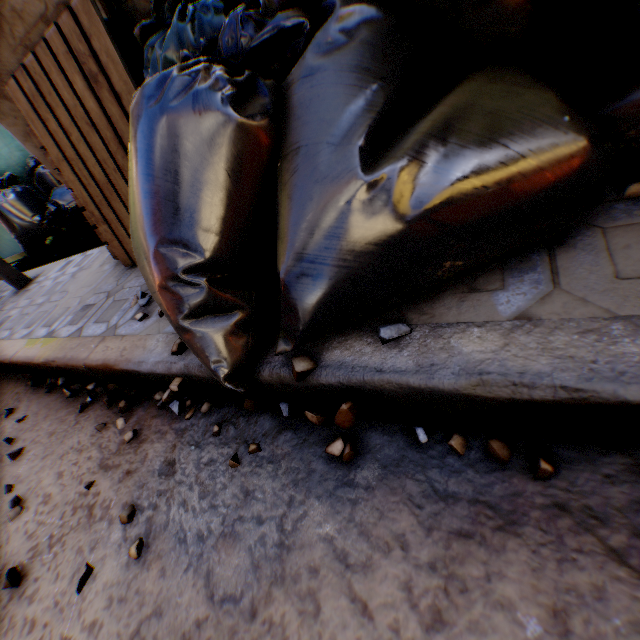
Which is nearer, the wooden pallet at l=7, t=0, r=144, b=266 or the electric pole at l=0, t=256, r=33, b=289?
the wooden pallet at l=7, t=0, r=144, b=266

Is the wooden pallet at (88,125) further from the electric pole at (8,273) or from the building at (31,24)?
the electric pole at (8,273)

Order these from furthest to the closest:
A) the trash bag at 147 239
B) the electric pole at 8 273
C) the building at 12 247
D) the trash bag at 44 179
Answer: the building at 12 247 → the trash bag at 44 179 → the electric pole at 8 273 → the trash bag at 147 239

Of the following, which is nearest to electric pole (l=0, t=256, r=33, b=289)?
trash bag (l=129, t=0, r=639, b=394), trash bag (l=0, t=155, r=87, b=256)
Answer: trash bag (l=0, t=155, r=87, b=256)

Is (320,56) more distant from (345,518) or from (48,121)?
(48,121)

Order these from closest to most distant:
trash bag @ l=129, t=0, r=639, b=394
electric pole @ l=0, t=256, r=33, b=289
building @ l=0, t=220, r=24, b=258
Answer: trash bag @ l=129, t=0, r=639, b=394
electric pole @ l=0, t=256, r=33, b=289
building @ l=0, t=220, r=24, b=258

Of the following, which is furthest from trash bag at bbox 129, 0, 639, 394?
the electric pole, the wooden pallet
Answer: the electric pole

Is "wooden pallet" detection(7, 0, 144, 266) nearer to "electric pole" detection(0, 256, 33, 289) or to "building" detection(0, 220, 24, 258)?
"building" detection(0, 220, 24, 258)
